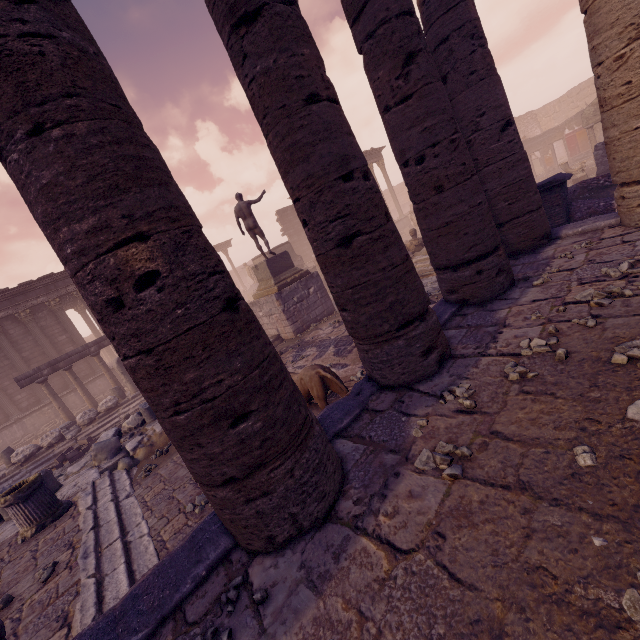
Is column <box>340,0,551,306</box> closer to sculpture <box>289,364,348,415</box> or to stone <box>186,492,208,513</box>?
sculpture <box>289,364,348,415</box>

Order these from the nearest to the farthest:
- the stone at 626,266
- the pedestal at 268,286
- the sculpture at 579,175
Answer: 1. the stone at 626,266
2. the pedestal at 268,286
3. the sculpture at 579,175

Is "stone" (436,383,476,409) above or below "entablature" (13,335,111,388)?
below

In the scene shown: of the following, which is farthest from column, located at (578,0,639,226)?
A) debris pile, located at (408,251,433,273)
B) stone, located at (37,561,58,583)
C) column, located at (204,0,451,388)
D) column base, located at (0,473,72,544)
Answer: column base, located at (0,473,72,544)

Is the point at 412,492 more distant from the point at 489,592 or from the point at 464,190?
the point at 464,190

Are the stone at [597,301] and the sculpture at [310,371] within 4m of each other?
yes

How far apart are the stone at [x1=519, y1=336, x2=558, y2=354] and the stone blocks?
13.77m

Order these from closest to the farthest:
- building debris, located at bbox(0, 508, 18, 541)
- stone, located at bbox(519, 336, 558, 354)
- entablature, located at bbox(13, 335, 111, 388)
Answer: stone, located at bbox(519, 336, 558, 354)
building debris, located at bbox(0, 508, 18, 541)
entablature, located at bbox(13, 335, 111, 388)
